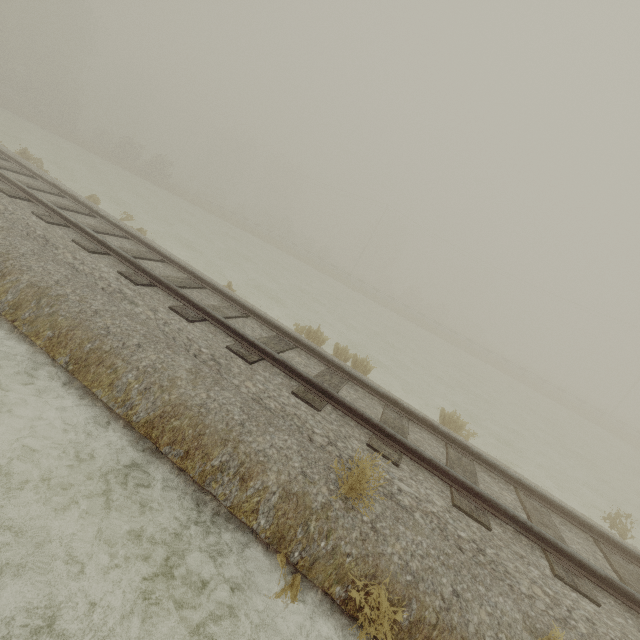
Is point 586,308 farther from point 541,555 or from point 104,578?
point 104,578
